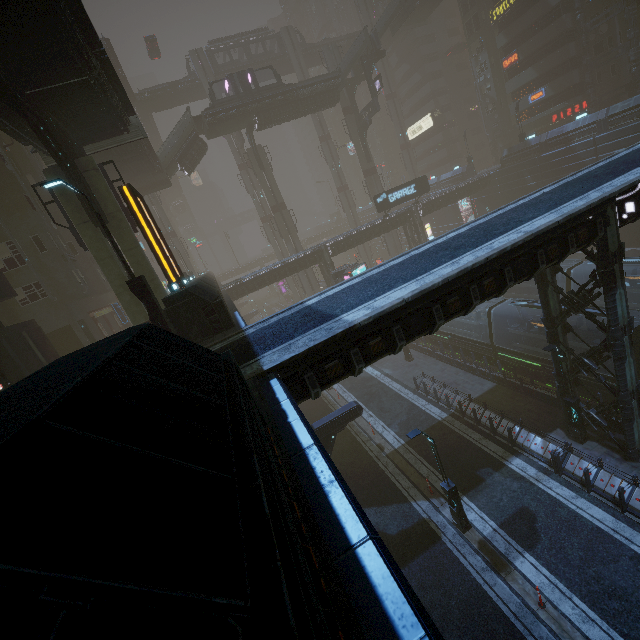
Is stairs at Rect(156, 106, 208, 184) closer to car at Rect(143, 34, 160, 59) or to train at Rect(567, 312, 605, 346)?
car at Rect(143, 34, 160, 59)

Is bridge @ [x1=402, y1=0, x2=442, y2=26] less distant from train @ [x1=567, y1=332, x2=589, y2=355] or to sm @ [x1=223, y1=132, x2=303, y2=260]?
sm @ [x1=223, y1=132, x2=303, y2=260]

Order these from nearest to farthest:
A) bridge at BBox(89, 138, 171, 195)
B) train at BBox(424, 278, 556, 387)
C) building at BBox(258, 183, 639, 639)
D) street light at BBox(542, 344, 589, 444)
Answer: building at BBox(258, 183, 639, 639) → street light at BBox(542, 344, 589, 444) → train at BBox(424, 278, 556, 387) → bridge at BBox(89, 138, 171, 195)

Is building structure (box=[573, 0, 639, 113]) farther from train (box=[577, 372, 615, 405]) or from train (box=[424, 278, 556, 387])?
train (box=[424, 278, 556, 387])

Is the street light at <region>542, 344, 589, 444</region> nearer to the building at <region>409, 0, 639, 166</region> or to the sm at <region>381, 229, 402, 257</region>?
the building at <region>409, 0, 639, 166</region>

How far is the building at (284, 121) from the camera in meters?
39.2 m

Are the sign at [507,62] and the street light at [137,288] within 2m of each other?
no

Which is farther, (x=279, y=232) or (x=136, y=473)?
(x=279, y=232)
